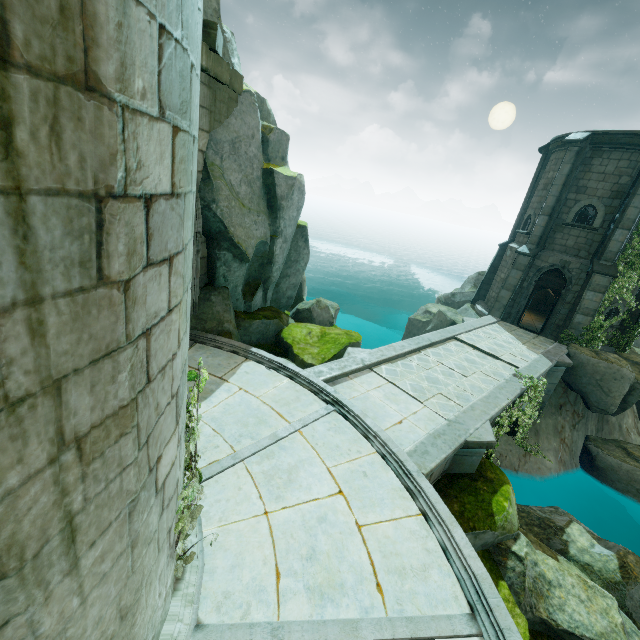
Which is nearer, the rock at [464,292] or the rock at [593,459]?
the rock at [593,459]

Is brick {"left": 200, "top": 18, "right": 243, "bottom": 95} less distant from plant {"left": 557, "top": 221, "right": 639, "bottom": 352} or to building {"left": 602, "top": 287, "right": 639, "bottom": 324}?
building {"left": 602, "top": 287, "right": 639, "bottom": 324}

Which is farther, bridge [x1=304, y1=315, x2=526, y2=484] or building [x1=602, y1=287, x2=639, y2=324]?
building [x1=602, y1=287, x2=639, y2=324]

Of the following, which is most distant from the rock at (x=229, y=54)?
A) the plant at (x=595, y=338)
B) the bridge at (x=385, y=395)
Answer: the plant at (x=595, y=338)

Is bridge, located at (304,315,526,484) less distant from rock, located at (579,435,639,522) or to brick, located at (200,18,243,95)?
rock, located at (579,435,639,522)

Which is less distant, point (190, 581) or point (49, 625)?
point (49, 625)

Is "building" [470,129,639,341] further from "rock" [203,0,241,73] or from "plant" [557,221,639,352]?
"rock" [203,0,241,73]

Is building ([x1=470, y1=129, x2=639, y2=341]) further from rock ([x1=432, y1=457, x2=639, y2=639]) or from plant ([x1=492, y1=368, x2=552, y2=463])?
rock ([x1=432, y1=457, x2=639, y2=639])
